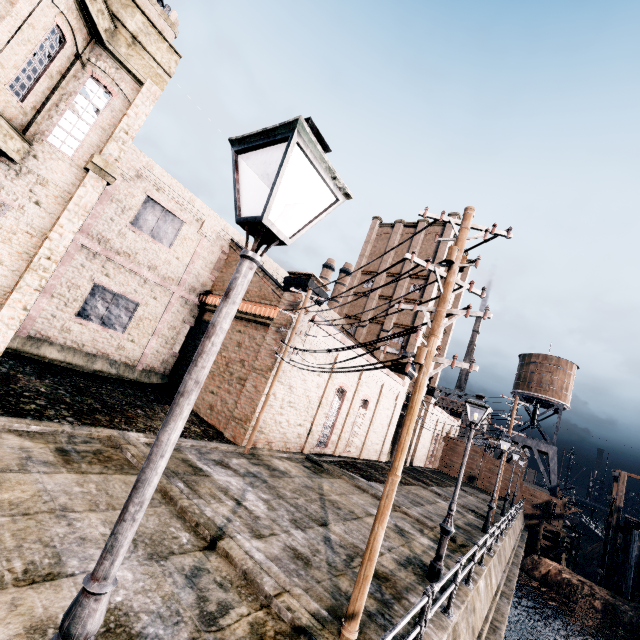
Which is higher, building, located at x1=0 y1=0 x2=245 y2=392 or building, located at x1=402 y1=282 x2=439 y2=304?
building, located at x1=402 y1=282 x2=439 y2=304

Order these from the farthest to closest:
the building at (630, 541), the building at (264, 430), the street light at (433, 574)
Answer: the building at (630, 541) < the building at (264, 430) < the street light at (433, 574)

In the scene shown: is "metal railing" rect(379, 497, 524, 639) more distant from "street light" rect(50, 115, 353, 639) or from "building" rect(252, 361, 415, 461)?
"building" rect(252, 361, 415, 461)

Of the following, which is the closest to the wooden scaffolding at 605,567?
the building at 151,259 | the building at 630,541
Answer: the building at 630,541

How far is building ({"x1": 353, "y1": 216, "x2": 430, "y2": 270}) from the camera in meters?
41.9

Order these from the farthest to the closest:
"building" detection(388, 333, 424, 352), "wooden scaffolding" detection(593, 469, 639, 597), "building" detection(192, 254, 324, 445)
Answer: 1. "building" detection(388, 333, 424, 352)
2. "wooden scaffolding" detection(593, 469, 639, 597)
3. "building" detection(192, 254, 324, 445)

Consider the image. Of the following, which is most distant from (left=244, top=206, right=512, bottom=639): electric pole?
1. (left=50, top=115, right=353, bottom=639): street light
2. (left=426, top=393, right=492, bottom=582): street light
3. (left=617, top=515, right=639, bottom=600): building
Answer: (left=617, top=515, right=639, bottom=600): building

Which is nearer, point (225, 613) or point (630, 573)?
point (225, 613)
